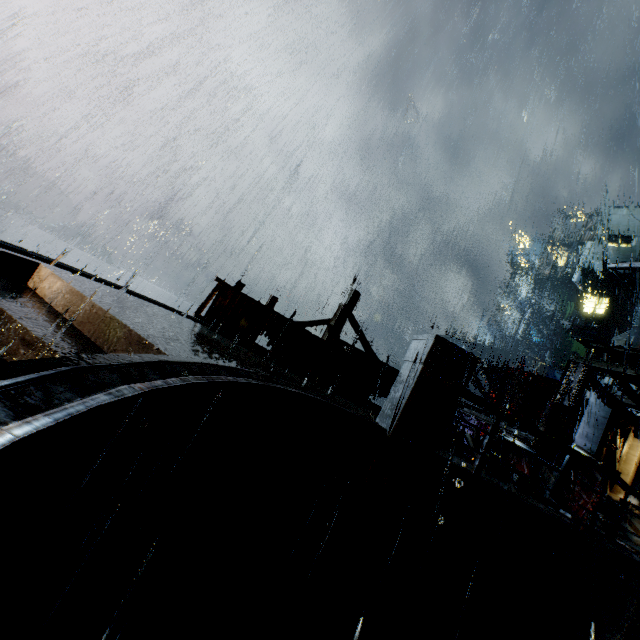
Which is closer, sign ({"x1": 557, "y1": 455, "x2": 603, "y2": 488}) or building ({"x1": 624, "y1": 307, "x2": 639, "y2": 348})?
sign ({"x1": 557, "y1": 455, "x2": 603, "y2": 488})

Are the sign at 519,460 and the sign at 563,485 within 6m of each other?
yes

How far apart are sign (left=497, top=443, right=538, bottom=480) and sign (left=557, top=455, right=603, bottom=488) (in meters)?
0.16

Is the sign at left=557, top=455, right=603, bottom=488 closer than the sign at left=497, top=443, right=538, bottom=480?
Yes

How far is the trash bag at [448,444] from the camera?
9.84m

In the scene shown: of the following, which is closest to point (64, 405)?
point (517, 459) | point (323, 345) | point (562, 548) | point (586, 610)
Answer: point (562, 548)

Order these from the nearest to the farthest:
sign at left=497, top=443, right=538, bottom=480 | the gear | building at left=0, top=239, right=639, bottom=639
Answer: building at left=0, top=239, right=639, bottom=639, sign at left=497, top=443, right=538, bottom=480, the gear

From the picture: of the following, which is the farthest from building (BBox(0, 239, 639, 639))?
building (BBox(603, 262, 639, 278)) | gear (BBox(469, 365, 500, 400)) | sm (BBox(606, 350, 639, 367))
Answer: building (BBox(603, 262, 639, 278))
